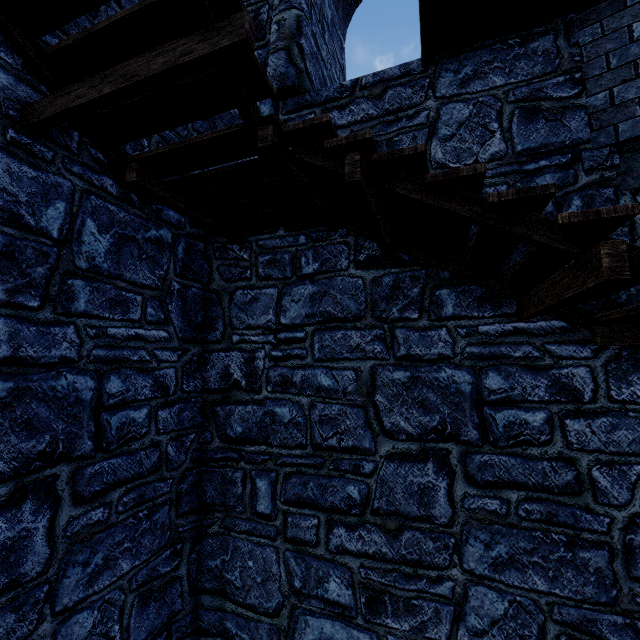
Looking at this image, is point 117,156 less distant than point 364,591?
Yes
